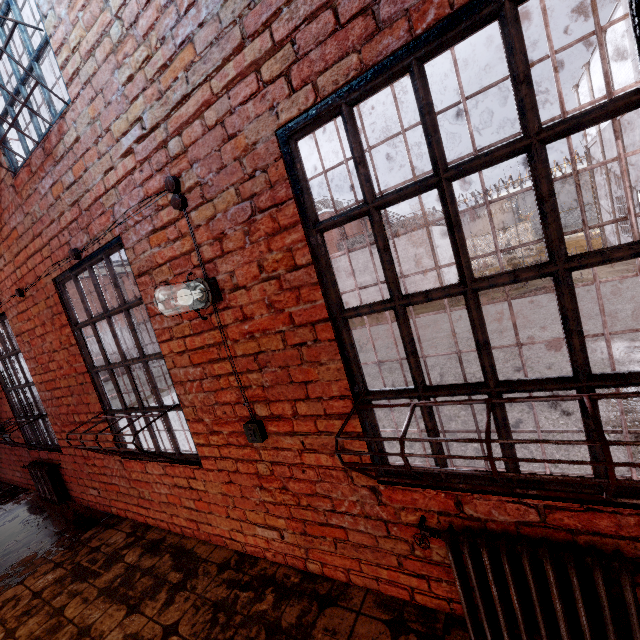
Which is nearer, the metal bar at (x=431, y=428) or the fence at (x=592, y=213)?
the metal bar at (x=431, y=428)

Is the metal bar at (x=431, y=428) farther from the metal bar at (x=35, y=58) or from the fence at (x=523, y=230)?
the fence at (x=523, y=230)

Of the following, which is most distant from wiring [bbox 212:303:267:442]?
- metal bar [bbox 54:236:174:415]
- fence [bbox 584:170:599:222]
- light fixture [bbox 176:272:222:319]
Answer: fence [bbox 584:170:599:222]

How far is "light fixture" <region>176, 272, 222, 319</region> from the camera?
2.0m

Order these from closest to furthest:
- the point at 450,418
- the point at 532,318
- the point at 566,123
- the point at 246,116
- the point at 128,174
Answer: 1. the point at 566,123
2. the point at 246,116
3. the point at 128,174
4. the point at 450,418
5. the point at 532,318

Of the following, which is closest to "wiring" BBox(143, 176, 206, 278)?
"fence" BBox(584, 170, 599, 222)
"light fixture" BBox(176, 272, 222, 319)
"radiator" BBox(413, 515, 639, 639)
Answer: "light fixture" BBox(176, 272, 222, 319)

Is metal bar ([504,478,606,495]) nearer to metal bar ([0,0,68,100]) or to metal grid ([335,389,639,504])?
metal grid ([335,389,639,504])

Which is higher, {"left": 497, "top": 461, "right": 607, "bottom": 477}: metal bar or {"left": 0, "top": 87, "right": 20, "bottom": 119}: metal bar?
{"left": 0, "top": 87, "right": 20, "bottom": 119}: metal bar
